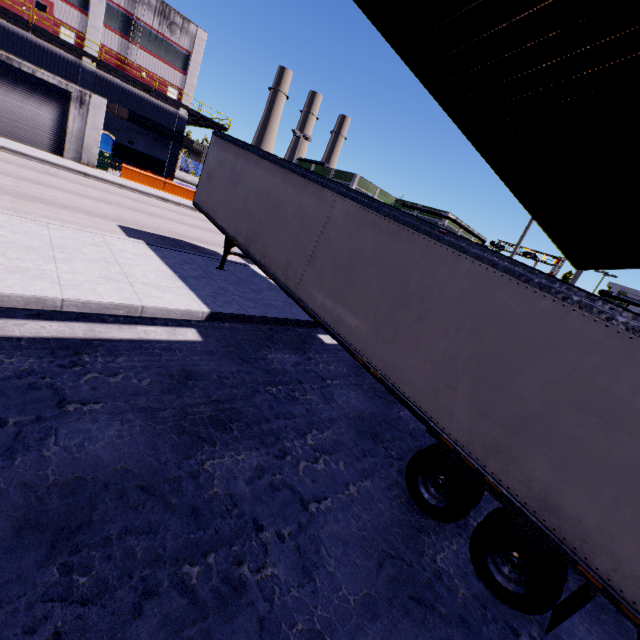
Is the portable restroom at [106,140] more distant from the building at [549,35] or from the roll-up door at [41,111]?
the roll-up door at [41,111]

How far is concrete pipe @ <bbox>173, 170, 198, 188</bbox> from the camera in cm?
3859

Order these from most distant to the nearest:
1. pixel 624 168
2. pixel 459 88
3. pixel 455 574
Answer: pixel 624 168, pixel 459 88, pixel 455 574

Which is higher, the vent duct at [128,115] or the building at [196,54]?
the building at [196,54]

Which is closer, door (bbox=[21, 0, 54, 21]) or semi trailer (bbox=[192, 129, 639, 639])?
semi trailer (bbox=[192, 129, 639, 639])

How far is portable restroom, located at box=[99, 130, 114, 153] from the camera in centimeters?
2866cm

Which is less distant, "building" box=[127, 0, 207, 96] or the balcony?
the balcony

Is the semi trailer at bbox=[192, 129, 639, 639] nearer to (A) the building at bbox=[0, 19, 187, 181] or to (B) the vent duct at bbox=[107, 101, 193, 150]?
(A) the building at bbox=[0, 19, 187, 181]
